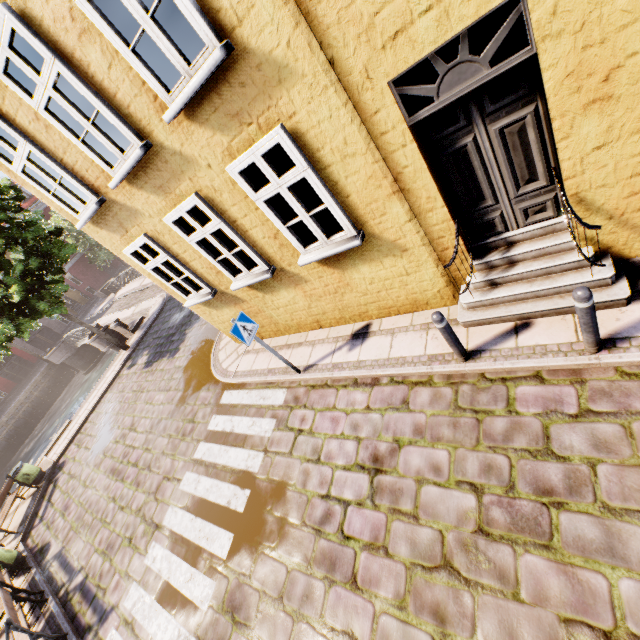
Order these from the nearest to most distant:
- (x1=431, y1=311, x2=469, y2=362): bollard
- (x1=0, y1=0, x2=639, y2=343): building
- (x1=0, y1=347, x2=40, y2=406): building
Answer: (x1=0, y1=0, x2=639, y2=343): building
(x1=431, y1=311, x2=469, y2=362): bollard
(x1=0, y1=347, x2=40, y2=406): building

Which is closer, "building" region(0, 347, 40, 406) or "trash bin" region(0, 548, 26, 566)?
"trash bin" region(0, 548, 26, 566)

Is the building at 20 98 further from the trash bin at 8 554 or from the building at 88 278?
the building at 88 278

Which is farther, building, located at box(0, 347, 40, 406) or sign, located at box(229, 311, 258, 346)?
building, located at box(0, 347, 40, 406)

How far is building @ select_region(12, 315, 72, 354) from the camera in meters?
35.6

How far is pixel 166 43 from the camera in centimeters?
341cm

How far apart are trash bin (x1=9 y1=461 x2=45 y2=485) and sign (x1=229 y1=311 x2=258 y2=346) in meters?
12.9 m

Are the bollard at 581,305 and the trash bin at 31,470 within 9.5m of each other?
no
